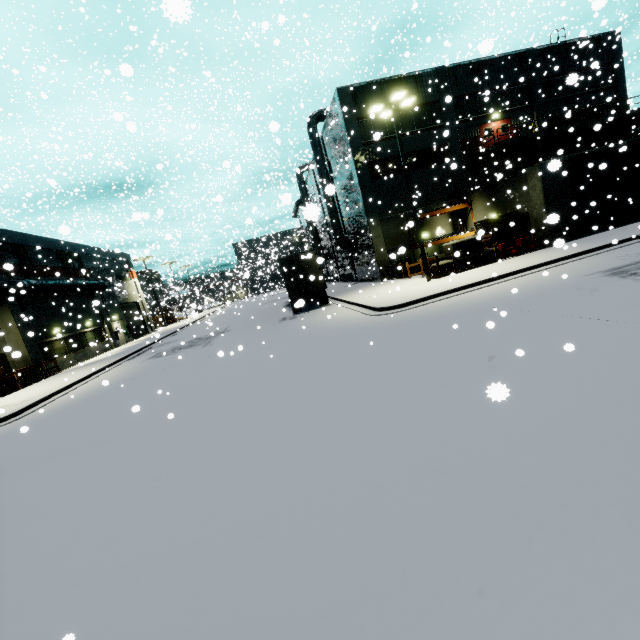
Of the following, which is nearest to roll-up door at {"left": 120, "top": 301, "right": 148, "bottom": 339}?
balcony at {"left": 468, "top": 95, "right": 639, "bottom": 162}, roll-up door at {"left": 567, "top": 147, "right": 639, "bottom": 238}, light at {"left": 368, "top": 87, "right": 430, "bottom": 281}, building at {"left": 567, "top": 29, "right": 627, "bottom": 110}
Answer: building at {"left": 567, "top": 29, "right": 627, "bottom": 110}

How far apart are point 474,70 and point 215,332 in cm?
2913

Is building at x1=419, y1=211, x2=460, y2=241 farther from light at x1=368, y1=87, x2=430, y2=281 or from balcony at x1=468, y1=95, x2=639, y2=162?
light at x1=368, y1=87, x2=430, y2=281

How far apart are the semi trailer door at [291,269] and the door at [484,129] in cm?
1874

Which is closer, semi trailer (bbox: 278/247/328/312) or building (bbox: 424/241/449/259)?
semi trailer (bbox: 278/247/328/312)

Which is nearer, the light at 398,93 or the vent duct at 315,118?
the light at 398,93

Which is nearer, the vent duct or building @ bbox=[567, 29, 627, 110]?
building @ bbox=[567, 29, 627, 110]

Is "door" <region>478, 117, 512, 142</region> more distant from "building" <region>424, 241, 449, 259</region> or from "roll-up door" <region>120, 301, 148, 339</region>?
"roll-up door" <region>120, 301, 148, 339</region>
